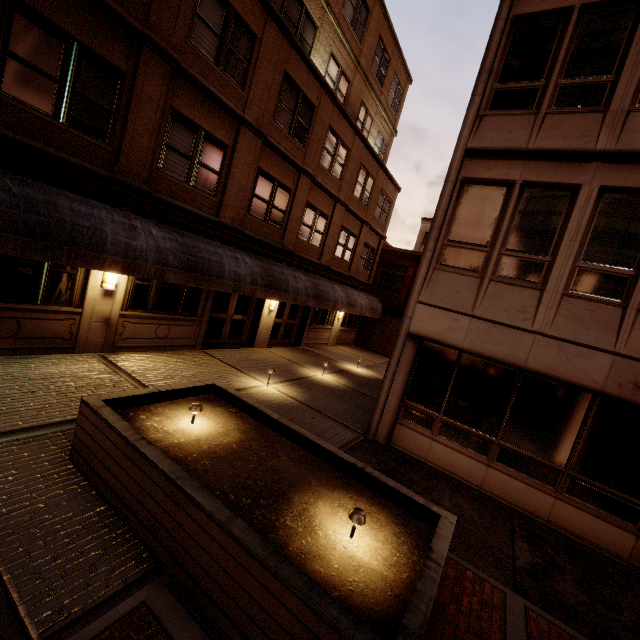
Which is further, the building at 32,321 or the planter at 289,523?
the building at 32,321

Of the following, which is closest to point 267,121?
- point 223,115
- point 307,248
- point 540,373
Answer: point 223,115

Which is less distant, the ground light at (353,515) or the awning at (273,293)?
the ground light at (353,515)

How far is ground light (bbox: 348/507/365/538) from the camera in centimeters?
364cm

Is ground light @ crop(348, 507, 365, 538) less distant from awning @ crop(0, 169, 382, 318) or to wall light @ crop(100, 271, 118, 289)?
awning @ crop(0, 169, 382, 318)

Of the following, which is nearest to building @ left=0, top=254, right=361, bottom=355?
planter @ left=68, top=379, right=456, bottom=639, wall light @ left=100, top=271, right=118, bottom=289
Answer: wall light @ left=100, top=271, right=118, bottom=289

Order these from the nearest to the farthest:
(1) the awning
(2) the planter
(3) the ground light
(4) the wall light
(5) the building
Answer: (2) the planter → (3) the ground light → (1) the awning → (5) the building → (4) the wall light

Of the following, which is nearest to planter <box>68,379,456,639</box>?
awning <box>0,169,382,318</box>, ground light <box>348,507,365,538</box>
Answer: ground light <box>348,507,365,538</box>
